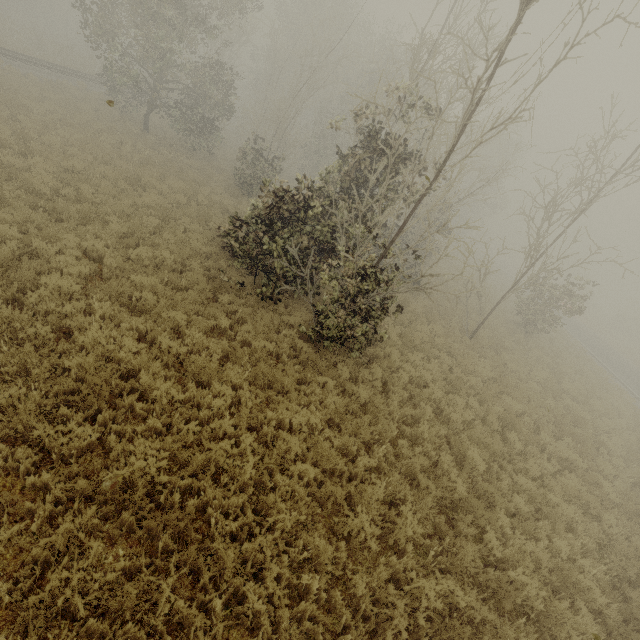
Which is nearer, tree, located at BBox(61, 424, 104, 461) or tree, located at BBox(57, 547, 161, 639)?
tree, located at BBox(57, 547, 161, 639)

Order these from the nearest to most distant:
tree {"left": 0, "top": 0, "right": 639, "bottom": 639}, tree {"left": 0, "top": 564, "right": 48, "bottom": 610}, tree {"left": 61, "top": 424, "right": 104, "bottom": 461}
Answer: tree {"left": 0, "top": 564, "right": 48, "bottom": 610}
tree {"left": 61, "top": 424, "right": 104, "bottom": 461}
tree {"left": 0, "top": 0, "right": 639, "bottom": 639}

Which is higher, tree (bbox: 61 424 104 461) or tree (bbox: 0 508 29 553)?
tree (bbox: 0 508 29 553)

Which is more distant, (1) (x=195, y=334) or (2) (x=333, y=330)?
(2) (x=333, y=330)

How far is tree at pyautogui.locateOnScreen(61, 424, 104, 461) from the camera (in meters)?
4.45

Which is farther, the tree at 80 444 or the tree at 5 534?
the tree at 80 444

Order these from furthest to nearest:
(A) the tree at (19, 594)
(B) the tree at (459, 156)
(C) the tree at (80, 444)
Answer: (B) the tree at (459, 156) → (C) the tree at (80, 444) → (A) the tree at (19, 594)
